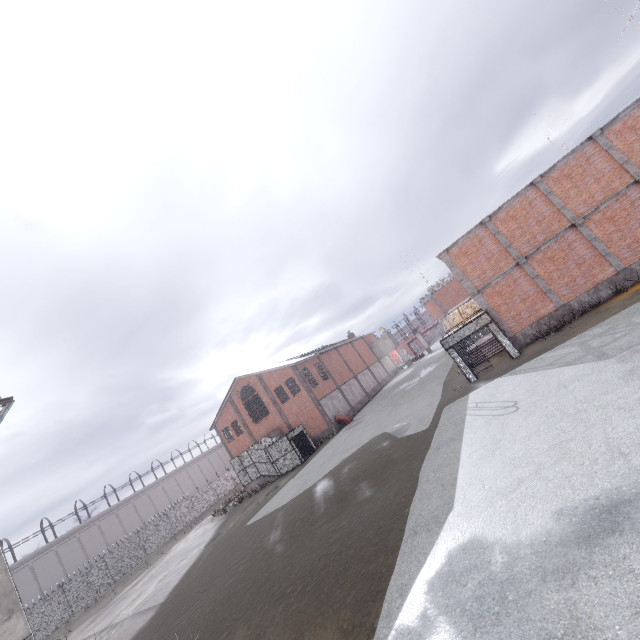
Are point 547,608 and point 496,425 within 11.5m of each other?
yes

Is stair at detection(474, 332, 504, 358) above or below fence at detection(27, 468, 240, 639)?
below

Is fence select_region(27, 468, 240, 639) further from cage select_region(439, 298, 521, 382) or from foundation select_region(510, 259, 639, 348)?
foundation select_region(510, 259, 639, 348)

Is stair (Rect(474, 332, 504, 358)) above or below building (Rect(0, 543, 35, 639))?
below

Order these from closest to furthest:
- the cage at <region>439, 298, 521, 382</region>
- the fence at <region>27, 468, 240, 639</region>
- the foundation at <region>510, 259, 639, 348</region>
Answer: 1. the foundation at <region>510, 259, 639, 348</region>
2. the cage at <region>439, 298, 521, 382</region>
3. the fence at <region>27, 468, 240, 639</region>

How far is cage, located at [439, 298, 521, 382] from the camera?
17.3m

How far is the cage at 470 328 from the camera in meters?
17.3

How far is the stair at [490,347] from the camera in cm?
2097
